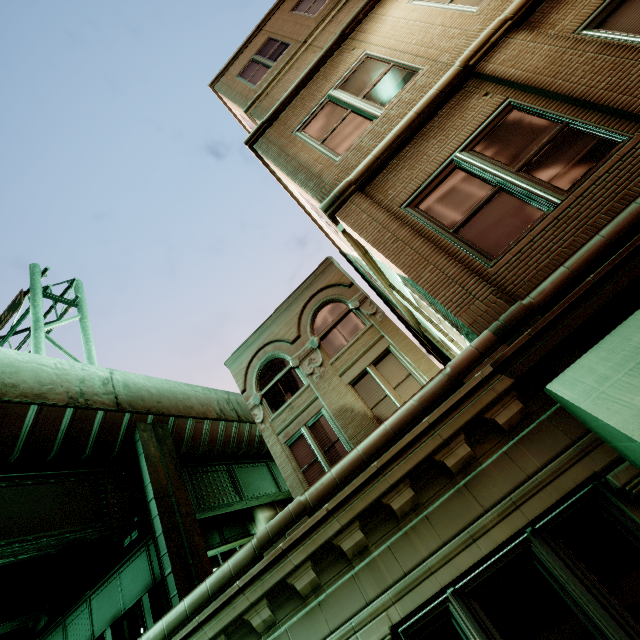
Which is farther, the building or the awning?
the building

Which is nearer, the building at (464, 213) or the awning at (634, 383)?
the awning at (634, 383)

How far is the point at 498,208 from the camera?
4.3m
